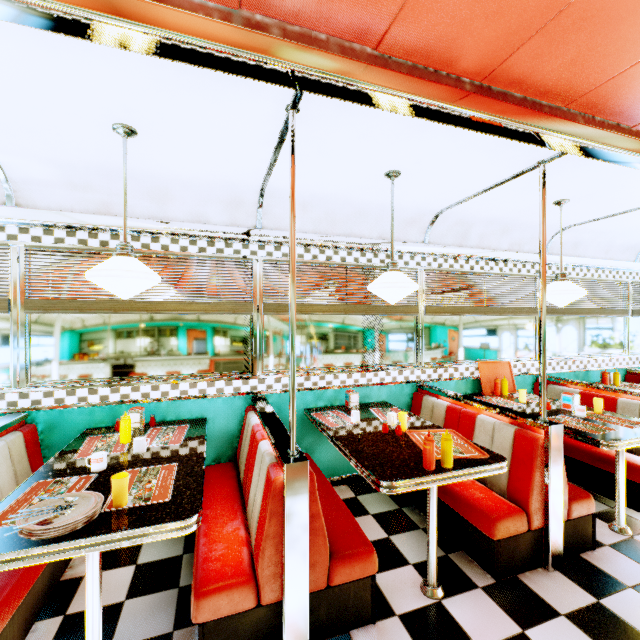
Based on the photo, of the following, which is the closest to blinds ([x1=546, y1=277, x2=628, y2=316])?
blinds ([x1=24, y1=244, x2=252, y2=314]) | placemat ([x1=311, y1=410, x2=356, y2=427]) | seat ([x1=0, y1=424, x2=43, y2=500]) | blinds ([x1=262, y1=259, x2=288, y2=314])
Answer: blinds ([x1=262, y1=259, x2=288, y2=314])

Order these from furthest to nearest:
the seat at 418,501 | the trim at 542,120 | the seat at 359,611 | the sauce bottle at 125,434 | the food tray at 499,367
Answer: the food tray at 499,367 → the seat at 418,501 → the sauce bottle at 125,434 → the seat at 359,611 → the trim at 542,120

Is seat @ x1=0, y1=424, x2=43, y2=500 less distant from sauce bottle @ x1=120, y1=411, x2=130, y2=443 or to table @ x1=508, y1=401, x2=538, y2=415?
sauce bottle @ x1=120, y1=411, x2=130, y2=443

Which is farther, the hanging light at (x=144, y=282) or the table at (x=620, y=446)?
the table at (x=620, y=446)

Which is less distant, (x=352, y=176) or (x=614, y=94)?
(x=614, y=94)

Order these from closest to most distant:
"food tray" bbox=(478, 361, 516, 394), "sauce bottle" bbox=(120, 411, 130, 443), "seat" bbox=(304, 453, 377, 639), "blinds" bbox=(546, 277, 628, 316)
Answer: "seat" bbox=(304, 453, 377, 639) < "sauce bottle" bbox=(120, 411, 130, 443) < "food tray" bbox=(478, 361, 516, 394) < "blinds" bbox=(546, 277, 628, 316)

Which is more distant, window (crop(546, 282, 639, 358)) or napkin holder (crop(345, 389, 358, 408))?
window (crop(546, 282, 639, 358))

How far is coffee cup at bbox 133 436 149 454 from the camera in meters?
2.3
